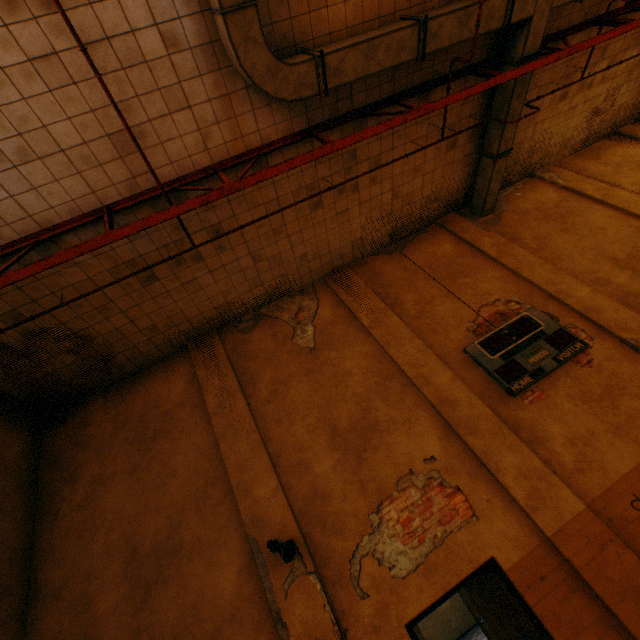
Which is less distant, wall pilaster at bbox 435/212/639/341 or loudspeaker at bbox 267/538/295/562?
loudspeaker at bbox 267/538/295/562

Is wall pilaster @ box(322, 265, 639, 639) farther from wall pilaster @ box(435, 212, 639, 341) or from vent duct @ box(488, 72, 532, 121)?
vent duct @ box(488, 72, 532, 121)

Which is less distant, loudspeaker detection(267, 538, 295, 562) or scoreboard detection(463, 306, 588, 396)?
loudspeaker detection(267, 538, 295, 562)

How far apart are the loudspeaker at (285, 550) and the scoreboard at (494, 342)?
4.60m

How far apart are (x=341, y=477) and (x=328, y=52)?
7.03m

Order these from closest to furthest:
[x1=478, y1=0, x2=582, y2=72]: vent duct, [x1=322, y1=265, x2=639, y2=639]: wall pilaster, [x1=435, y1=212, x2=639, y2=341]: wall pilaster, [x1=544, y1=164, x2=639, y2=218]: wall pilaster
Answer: [x1=322, y1=265, x2=639, y2=639]: wall pilaster → [x1=478, y1=0, x2=582, y2=72]: vent duct → [x1=435, y1=212, x2=639, y2=341]: wall pilaster → [x1=544, y1=164, x2=639, y2=218]: wall pilaster

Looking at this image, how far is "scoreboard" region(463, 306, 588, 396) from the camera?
6.3m

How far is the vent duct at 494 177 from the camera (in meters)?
7.98
